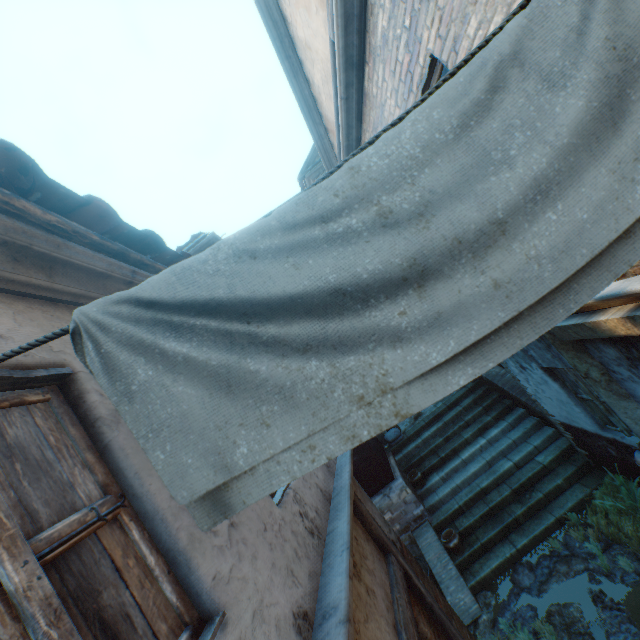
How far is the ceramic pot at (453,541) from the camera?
6.7m

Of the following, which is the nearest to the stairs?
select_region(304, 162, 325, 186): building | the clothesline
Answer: select_region(304, 162, 325, 186): building

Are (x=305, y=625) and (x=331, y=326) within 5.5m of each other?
yes

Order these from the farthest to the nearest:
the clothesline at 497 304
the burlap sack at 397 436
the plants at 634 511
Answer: the burlap sack at 397 436, the plants at 634 511, the clothesline at 497 304

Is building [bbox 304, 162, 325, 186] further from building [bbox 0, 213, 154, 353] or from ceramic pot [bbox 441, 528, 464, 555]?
ceramic pot [bbox 441, 528, 464, 555]

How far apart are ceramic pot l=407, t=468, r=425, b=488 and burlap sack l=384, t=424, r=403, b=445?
1.4m

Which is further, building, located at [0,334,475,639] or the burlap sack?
the burlap sack

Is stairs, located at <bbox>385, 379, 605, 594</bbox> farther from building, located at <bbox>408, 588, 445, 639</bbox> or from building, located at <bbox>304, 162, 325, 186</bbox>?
building, located at <bbox>304, 162, 325, 186</bbox>
